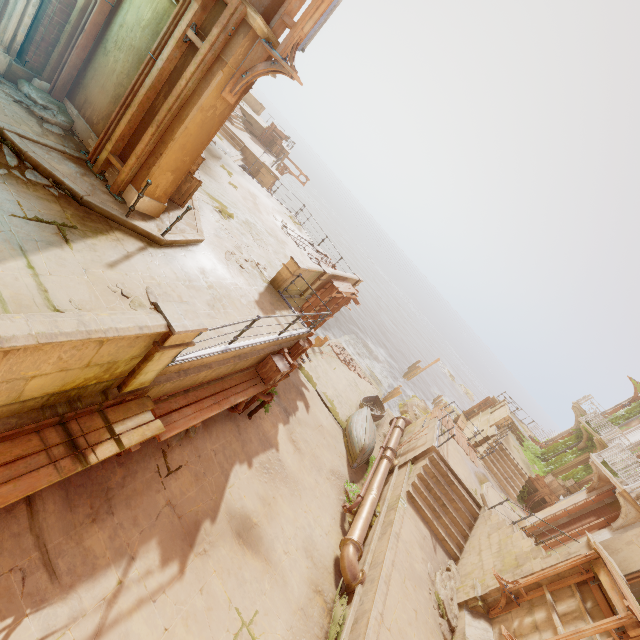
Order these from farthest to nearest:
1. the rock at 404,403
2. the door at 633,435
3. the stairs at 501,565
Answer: the rock at 404,403 → the door at 633,435 → the stairs at 501,565

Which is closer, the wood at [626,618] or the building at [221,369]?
the building at [221,369]

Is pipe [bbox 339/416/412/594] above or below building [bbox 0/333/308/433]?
below

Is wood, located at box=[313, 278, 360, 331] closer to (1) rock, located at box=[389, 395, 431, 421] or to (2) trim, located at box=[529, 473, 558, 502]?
(1) rock, located at box=[389, 395, 431, 421]

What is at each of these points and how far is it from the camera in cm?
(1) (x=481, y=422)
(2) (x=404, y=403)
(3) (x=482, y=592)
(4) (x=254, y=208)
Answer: (1) building, 2550
(2) rock, 3284
(3) pillar, 955
(4) building, 1561

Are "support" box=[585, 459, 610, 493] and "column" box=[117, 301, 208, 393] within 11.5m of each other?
no

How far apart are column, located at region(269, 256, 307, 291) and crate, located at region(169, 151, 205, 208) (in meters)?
3.25

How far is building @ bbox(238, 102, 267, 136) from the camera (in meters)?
27.98
